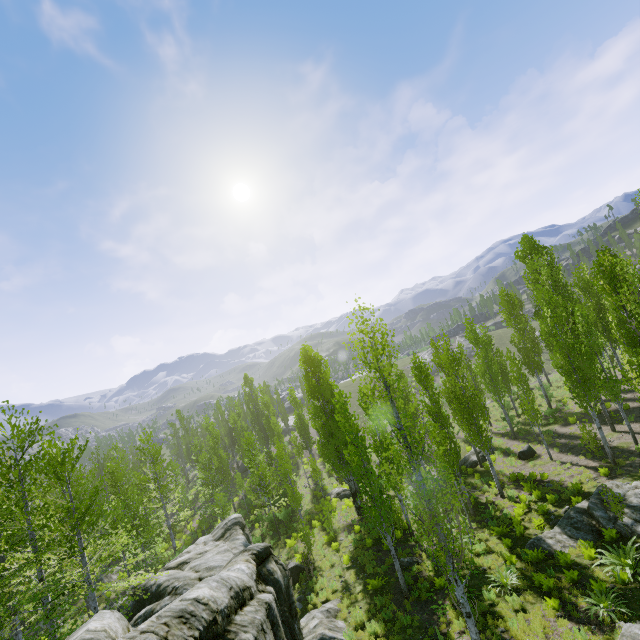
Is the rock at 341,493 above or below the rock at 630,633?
below

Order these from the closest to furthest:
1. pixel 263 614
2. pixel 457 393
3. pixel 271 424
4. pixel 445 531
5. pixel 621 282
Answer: pixel 263 614 → pixel 445 531 → pixel 621 282 → pixel 457 393 → pixel 271 424

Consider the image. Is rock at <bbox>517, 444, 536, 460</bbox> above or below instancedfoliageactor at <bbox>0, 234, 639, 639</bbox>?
below

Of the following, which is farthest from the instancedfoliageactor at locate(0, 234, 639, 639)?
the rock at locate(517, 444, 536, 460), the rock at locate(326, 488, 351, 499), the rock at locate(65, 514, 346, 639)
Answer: the rock at locate(326, 488, 351, 499)

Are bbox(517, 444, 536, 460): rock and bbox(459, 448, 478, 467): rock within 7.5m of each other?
yes

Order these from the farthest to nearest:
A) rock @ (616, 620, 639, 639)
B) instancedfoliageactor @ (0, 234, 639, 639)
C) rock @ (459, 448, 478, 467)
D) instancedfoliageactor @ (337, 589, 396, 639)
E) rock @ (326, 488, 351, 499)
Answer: rock @ (326, 488, 351, 499) → rock @ (459, 448, 478, 467) → instancedfoliageactor @ (337, 589, 396, 639) → instancedfoliageactor @ (0, 234, 639, 639) → rock @ (616, 620, 639, 639)

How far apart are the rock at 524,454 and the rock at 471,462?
2.8 meters

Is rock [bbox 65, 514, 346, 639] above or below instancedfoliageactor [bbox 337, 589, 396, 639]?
above
